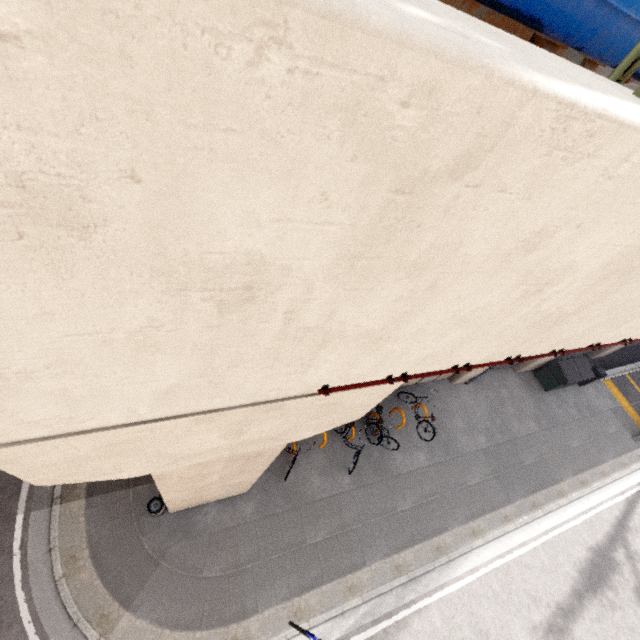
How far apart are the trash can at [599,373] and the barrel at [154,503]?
18.7m

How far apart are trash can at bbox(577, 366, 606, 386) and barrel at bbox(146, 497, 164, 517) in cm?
1867

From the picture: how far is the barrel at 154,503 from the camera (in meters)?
7.59

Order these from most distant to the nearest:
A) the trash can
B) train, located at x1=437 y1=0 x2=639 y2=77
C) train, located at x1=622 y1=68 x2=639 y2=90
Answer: the trash can < train, located at x1=622 y1=68 x2=639 y2=90 < train, located at x1=437 y1=0 x2=639 y2=77

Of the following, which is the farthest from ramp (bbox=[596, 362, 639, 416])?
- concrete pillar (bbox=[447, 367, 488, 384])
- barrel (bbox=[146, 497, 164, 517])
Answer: barrel (bbox=[146, 497, 164, 517])

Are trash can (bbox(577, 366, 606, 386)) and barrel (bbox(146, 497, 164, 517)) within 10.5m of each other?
no

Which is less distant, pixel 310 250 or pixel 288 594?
pixel 310 250

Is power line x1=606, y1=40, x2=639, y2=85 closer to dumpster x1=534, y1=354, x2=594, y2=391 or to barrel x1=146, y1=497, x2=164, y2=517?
barrel x1=146, y1=497, x2=164, y2=517
